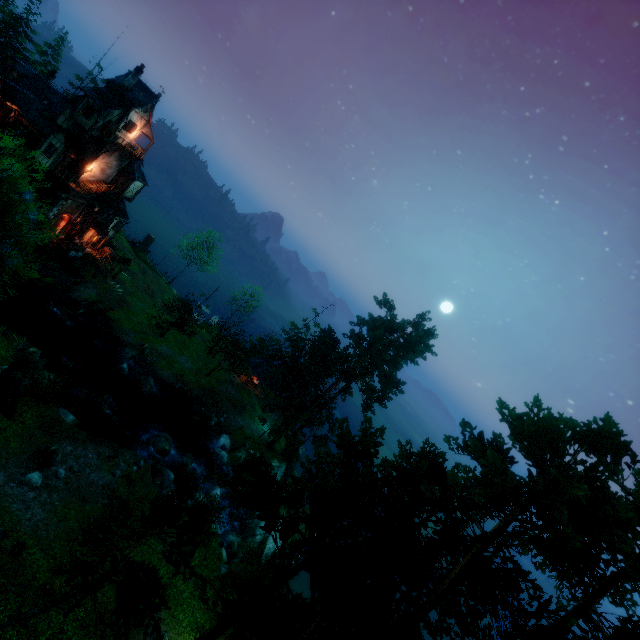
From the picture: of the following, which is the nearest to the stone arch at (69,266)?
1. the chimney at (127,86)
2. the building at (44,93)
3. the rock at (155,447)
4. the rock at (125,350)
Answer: the building at (44,93)

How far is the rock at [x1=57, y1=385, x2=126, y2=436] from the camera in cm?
2409

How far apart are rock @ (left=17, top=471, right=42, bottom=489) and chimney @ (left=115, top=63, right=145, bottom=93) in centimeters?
3528cm

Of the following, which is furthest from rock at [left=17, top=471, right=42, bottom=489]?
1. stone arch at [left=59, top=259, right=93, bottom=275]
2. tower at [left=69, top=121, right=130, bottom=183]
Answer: tower at [left=69, top=121, right=130, bottom=183]

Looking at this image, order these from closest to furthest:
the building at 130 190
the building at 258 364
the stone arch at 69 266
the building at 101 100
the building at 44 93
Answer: the building at 101 100
the building at 44 93
the stone arch at 69 266
the building at 130 190
the building at 258 364

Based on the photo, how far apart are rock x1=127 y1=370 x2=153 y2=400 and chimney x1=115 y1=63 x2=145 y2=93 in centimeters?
2913cm

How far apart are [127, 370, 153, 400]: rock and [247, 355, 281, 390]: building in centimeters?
1360cm

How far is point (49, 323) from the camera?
32.6m
